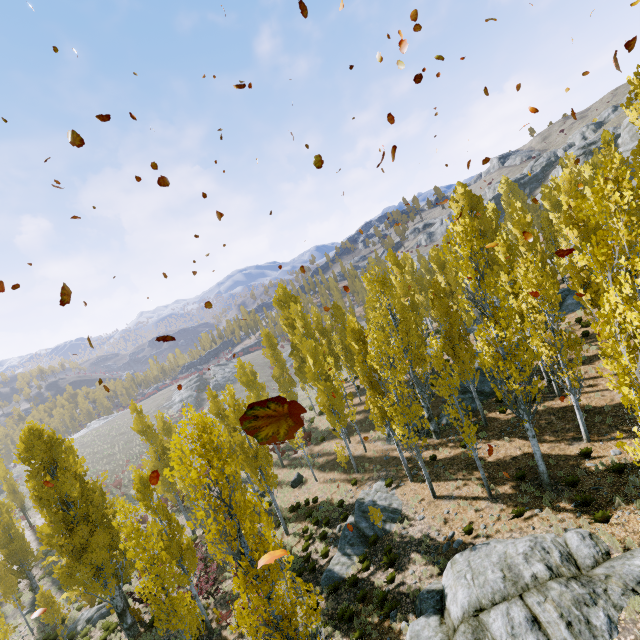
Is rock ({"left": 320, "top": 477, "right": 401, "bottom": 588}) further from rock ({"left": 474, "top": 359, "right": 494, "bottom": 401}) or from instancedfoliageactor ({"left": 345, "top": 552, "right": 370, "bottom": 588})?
rock ({"left": 474, "top": 359, "right": 494, "bottom": 401})

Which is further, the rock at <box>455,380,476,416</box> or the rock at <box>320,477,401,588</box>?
the rock at <box>455,380,476,416</box>

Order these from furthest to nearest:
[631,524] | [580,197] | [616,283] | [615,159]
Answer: [580,197]
[631,524]
[616,283]
[615,159]

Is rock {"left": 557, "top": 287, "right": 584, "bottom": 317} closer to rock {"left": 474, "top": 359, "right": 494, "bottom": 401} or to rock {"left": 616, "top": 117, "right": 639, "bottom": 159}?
rock {"left": 474, "top": 359, "right": 494, "bottom": 401}

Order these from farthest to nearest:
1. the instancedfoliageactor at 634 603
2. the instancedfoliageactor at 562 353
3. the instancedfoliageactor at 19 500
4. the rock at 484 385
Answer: the rock at 484 385, the instancedfoliageactor at 634 603, the instancedfoliageactor at 19 500, the instancedfoliageactor at 562 353

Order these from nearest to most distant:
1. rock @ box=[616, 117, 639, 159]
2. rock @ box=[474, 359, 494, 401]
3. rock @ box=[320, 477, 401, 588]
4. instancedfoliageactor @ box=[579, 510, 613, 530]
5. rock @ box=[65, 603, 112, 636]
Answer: instancedfoliageactor @ box=[579, 510, 613, 530] → rock @ box=[320, 477, 401, 588] → rock @ box=[65, 603, 112, 636] → rock @ box=[474, 359, 494, 401] → rock @ box=[616, 117, 639, 159]

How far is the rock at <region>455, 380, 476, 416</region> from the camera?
22.4 meters

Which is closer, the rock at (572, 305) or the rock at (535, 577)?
the rock at (535, 577)
